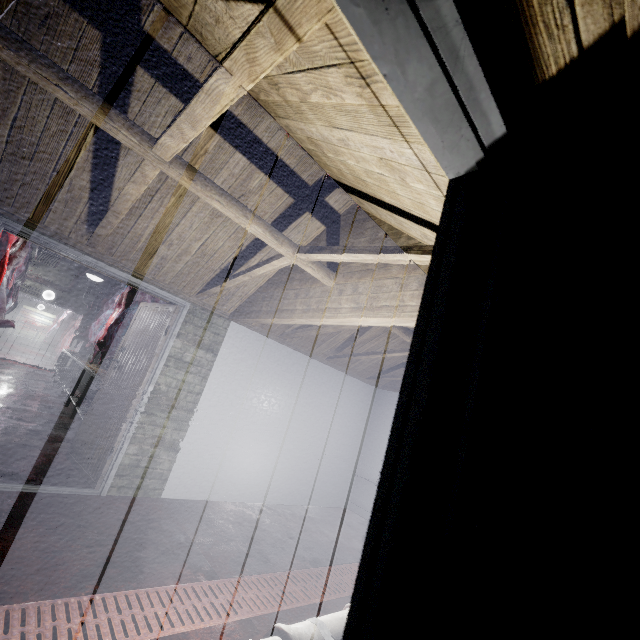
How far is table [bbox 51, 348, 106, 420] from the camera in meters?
Answer: 5.3

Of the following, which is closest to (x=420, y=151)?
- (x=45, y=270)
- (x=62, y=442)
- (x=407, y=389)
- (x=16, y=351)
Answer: (x=407, y=389)

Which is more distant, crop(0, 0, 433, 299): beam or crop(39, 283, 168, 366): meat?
crop(39, 283, 168, 366): meat

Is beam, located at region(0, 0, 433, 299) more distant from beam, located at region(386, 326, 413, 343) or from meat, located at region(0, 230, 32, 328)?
meat, located at region(0, 230, 32, 328)

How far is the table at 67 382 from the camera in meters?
5.3 m

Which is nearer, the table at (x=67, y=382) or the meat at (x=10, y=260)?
the meat at (x=10, y=260)

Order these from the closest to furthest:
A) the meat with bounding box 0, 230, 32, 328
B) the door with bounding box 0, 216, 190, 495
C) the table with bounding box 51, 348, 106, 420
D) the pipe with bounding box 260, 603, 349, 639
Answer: the pipe with bounding box 260, 603, 349, 639, the door with bounding box 0, 216, 190, 495, the meat with bounding box 0, 230, 32, 328, the table with bounding box 51, 348, 106, 420

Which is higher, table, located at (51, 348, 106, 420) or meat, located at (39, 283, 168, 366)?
meat, located at (39, 283, 168, 366)
